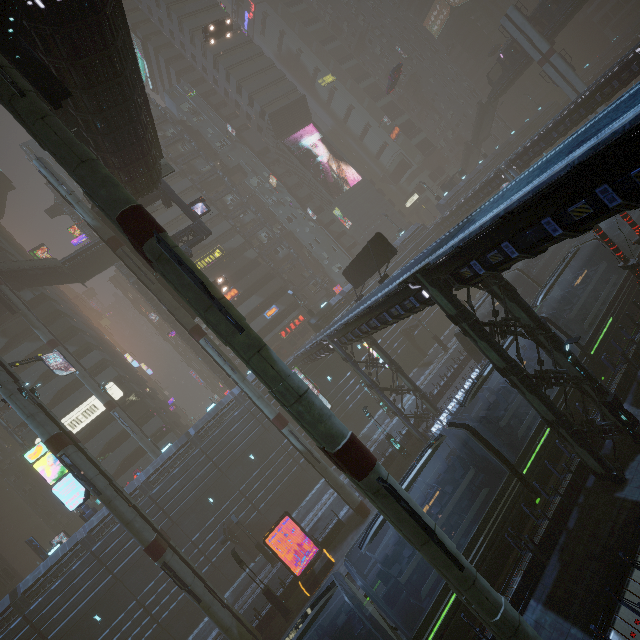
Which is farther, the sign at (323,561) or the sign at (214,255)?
the sign at (214,255)

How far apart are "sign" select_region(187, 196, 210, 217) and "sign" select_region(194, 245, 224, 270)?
19.98m

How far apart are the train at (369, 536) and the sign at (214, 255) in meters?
40.7 m

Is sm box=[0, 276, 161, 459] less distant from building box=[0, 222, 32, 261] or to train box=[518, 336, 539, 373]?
building box=[0, 222, 32, 261]

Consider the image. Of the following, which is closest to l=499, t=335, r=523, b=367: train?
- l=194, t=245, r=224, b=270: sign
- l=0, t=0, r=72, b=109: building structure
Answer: l=0, t=0, r=72, b=109: building structure

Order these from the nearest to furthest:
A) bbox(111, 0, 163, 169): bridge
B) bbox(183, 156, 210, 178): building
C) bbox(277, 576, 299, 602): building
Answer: bbox(111, 0, 163, 169): bridge → bbox(277, 576, 299, 602): building → bbox(183, 156, 210, 178): building

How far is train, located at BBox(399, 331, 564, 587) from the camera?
13.84m

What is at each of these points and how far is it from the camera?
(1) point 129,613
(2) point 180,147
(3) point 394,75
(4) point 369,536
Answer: (1) building, 28.5 meters
(2) building, 54.5 meters
(3) car, 47.1 meters
(4) train, 13.6 meters
